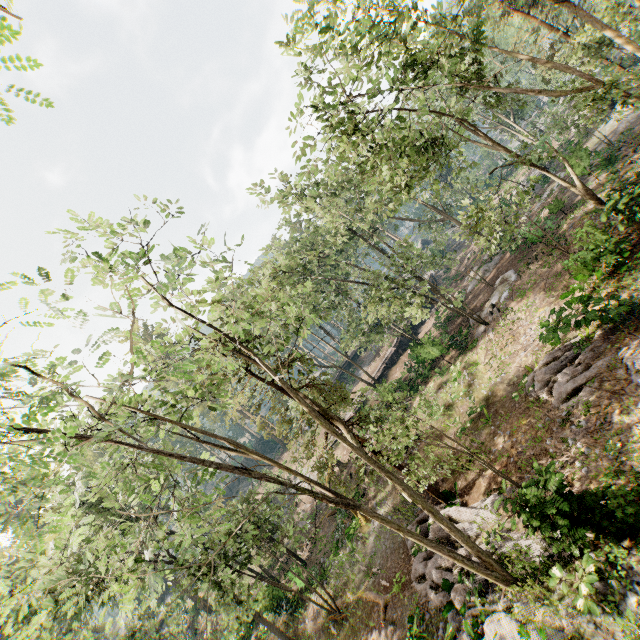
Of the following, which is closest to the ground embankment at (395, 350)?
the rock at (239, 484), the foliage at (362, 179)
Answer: the foliage at (362, 179)

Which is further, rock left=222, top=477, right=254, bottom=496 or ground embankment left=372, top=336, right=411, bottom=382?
rock left=222, top=477, right=254, bottom=496

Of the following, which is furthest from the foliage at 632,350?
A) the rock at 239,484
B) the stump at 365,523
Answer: the stump at 365,523

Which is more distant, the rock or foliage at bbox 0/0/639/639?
the rock

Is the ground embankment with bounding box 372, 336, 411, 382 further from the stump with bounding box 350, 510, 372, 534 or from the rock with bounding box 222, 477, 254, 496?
the rock with bounding box 222, 477, 254, 496

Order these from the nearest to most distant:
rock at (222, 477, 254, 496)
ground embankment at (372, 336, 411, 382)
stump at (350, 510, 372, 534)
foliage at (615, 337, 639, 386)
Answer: foliage at (615, 337, 639, 386) → stump at (350, 510, 372, 534) → ground embankment at (372, 336, 411, 382) → rock at (222, 477, 254, 496)

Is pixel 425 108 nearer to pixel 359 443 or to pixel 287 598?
pixel 359 443
